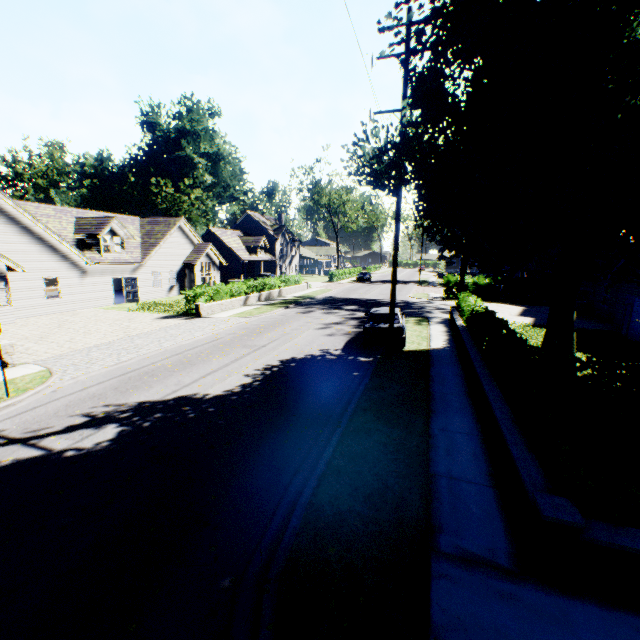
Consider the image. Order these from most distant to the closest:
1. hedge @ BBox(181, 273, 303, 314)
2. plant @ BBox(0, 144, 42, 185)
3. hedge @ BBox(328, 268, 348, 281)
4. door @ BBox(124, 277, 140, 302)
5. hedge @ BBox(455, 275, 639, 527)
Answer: plant @ BBox(0, 144, 42, 185) < hedge @ BBox(328, 268, 348, 281) < door @ BBox(124, 277, 140, 302) < hedge @ BBox(181, 273, 303, 314) < hedge @ BBox(455, 275, 639, 527)

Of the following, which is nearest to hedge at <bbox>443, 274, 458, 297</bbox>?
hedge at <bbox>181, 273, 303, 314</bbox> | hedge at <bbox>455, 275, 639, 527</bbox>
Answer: hedge at <bbox>455, 275, 639, 527</bbox>

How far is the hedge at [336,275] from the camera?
51.1m

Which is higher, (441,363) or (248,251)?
(248,251)

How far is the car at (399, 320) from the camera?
13.8m

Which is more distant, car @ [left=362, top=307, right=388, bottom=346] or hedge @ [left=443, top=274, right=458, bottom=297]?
hedge @ [left=443, top=274, right=458, bottom=297]

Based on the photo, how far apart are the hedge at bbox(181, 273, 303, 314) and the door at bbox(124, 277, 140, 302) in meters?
7.3

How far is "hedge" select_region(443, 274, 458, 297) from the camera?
33.1m
